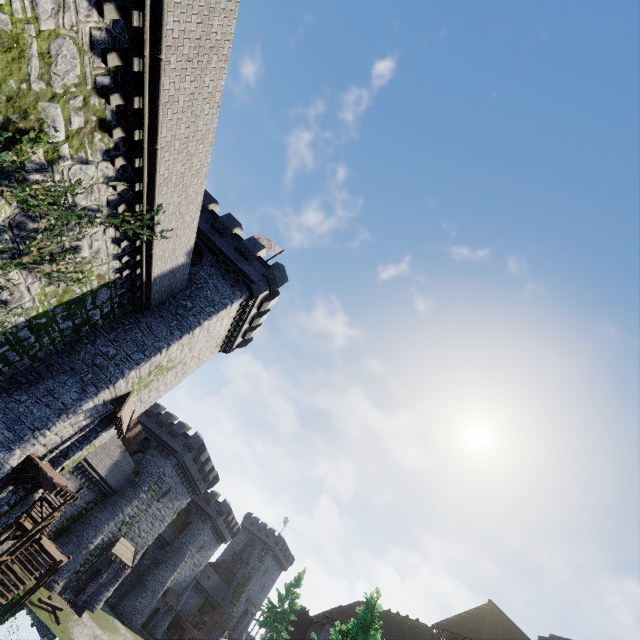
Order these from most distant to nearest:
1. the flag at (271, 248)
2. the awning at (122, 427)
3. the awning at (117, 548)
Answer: the awning at (117, 548)
the flag at (271, 248)
the awning at (122, 427)

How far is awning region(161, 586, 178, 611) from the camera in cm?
4469

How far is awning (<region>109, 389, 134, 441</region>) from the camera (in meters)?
17.38

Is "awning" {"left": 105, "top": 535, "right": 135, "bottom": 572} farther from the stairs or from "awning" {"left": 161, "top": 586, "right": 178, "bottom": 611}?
"awning" {"left": 161, "top": 586, "right": 178, "bottom": 611}

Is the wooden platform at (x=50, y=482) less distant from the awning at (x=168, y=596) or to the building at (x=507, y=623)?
the building at (x=507, y=623)

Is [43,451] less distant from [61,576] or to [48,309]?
[48,309]

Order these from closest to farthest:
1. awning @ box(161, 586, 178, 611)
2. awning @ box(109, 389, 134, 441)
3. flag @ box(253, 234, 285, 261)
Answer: awning @ box(109, 389, 134, 441)
flag @ box(253, 234, 285, 261)
awning @ box(161, 586, 178, 611)

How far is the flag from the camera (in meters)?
27.62
